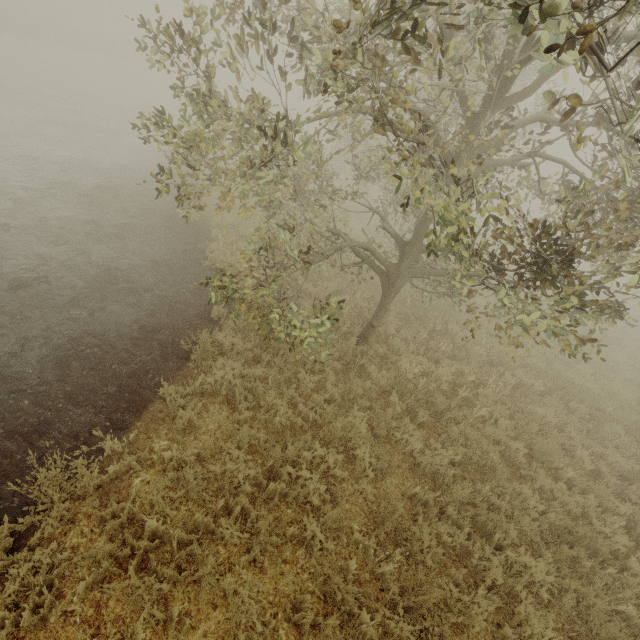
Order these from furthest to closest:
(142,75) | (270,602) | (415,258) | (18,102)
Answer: (142,75) < (18,102) < (415,258) < (270,602)
